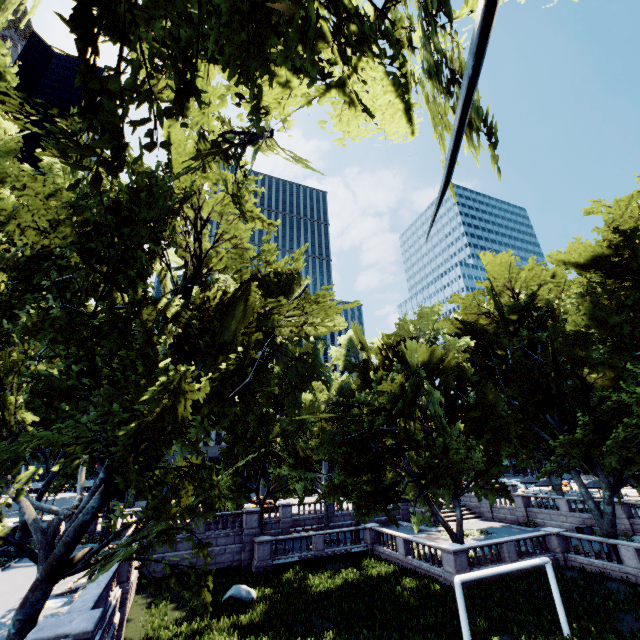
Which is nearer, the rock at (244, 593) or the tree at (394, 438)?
the tree at (394, 438)

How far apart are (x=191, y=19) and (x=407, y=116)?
7.0 meters

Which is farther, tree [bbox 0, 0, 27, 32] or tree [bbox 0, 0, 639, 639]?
tree [bbox 0, 0, 27, 32]

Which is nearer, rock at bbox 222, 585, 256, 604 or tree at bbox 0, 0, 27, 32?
tree at bbox 0, 0, 27, 32

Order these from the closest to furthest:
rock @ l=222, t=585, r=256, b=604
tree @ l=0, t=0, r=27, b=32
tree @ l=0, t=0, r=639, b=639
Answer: tree @ l=0, t=0, r=639, b=639
tree @ l=0, t=0, r=27, b=32
rock @ l=222, t=585, r=256, b=604

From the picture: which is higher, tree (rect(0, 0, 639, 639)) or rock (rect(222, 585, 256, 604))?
tree (rect(0, 0, 639, 639))

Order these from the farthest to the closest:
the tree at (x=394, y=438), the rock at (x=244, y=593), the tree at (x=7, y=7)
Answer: the rock at (x=244, y=593) < the tree at (x=7, y=7) < the tree at (x=394, y=438)
